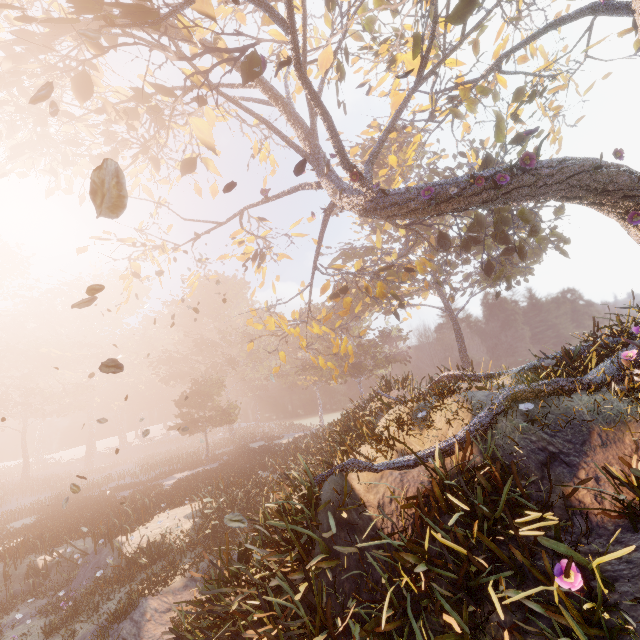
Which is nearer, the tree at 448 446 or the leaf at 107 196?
the leaf at 107 196

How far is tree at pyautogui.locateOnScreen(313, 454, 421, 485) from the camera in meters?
6.1 m

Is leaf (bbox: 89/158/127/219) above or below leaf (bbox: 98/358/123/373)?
above

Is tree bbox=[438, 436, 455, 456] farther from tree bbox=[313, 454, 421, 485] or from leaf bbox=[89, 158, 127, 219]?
leaf bbox=[89, 158, 127, 219]

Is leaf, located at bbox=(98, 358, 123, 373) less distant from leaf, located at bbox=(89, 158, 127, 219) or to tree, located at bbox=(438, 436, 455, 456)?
leaf, located at bbox=(89, 158, 127, 219)

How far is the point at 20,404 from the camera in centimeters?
4406cm

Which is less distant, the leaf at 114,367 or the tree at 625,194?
the leaf at 114,367

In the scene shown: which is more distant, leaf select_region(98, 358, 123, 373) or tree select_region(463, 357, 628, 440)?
tree select_region(463, 357, 628, 440)
